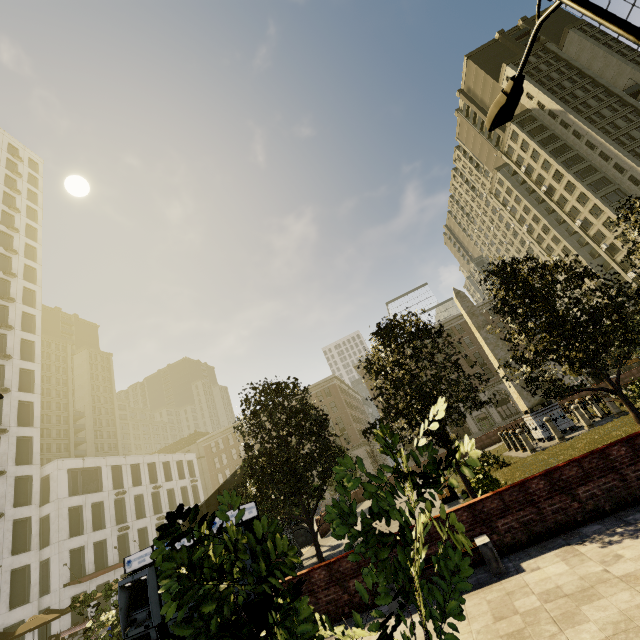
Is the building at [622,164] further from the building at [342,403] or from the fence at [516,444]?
the fence at [516,444]

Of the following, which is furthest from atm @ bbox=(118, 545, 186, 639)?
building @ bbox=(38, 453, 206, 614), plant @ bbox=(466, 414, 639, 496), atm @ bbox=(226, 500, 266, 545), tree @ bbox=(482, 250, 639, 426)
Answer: building @ bbox=(38, 453, 206, 614)

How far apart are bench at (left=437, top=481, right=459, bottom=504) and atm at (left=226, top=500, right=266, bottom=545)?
9.4 meters

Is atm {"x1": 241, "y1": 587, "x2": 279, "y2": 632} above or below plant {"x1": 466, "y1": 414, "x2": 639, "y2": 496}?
above

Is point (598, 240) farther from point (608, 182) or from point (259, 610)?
point (259, 610)

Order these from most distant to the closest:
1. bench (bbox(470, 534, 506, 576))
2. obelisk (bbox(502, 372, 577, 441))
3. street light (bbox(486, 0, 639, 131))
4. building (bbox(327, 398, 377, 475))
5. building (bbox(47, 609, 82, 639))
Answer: building (bbox(327, 398, 377, 475)) → building (bbox(47, 609, 82, 639)) → obelisk (bbox(502, 372, 577, 441)) → bench (bbox(470, 534, 506, 576)) → street light (bbox(486, 0, 639, 131))

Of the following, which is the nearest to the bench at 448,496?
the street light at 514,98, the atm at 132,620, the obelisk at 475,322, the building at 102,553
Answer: the obelisk at 475,322

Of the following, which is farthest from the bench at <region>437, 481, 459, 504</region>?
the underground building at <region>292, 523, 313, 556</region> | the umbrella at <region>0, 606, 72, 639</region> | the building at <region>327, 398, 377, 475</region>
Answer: the building at <region>327, 398, 377, 475</region>
